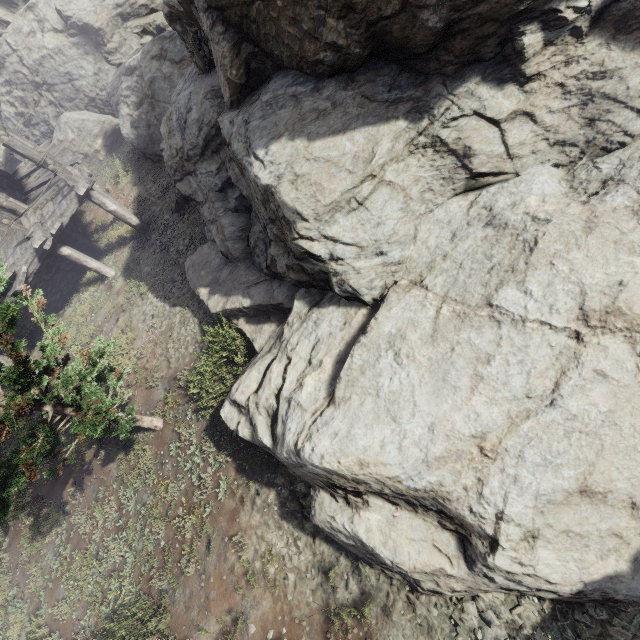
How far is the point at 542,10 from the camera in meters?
3.9 m

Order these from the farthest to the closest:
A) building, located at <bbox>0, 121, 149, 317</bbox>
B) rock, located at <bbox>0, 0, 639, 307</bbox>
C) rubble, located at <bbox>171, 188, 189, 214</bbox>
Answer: rubble, located at <bbox>171, 188, 189, 214</bbox>
building, located at <bbox>0, 121, 149, 317</bbox>
rock, located at <bbox>0, 0, 639, 307</bbox>

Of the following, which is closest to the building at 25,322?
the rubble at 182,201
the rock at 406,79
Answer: the rock at 406,79

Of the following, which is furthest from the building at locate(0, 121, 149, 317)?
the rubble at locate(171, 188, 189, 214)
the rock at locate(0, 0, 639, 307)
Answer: the rubble at locate(171, 188, 189, 214)

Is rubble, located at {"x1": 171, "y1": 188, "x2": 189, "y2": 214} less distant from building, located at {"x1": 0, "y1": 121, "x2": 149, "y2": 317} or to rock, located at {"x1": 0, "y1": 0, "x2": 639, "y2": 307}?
rock, located at {"x1": 0, "y1": 0, "x2": 639, "y2": 307}

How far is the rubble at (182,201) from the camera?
11.5m
